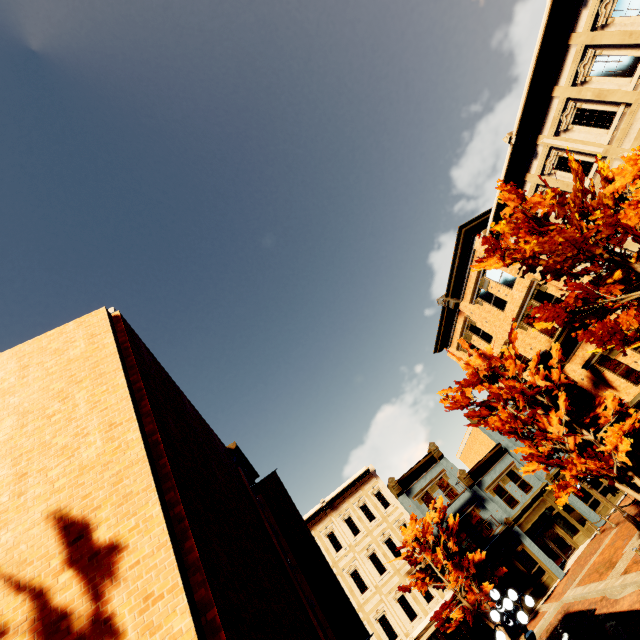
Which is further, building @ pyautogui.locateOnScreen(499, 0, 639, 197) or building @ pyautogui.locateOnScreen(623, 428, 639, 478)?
building @ pyautogui.locateOnScreen(623, 428, 639, 478)

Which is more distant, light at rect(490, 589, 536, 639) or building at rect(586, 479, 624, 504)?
building at rect(586, 479, 624, 504)

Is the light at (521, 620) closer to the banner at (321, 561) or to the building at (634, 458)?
the banner at (321, 561)

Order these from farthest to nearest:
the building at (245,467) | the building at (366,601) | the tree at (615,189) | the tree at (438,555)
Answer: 1. the building at (366,601)
2. the tree at (438,555)
3. the building at (245,467)
4. the tree at (615,189)

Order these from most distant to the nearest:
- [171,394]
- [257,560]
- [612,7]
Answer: [612,7] < [171,394] < [257,560]

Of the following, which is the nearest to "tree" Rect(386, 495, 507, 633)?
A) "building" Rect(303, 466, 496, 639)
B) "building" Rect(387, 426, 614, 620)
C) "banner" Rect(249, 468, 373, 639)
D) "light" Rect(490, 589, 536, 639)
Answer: "building" Rect(387, 426, 614, 620)

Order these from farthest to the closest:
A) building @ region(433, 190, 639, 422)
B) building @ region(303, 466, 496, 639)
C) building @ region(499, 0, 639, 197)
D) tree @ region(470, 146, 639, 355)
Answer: building @ region(303, 466, 496, 639) → building @ region(433, 190, 639, 422) → building @ region(499, 0, 639, 197) → tree @ region(470, 146, 639, 355)

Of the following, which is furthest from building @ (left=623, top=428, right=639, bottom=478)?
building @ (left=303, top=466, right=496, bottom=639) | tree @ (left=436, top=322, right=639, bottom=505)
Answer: building @ (left=303, top=466, right=496, bottom=639)
